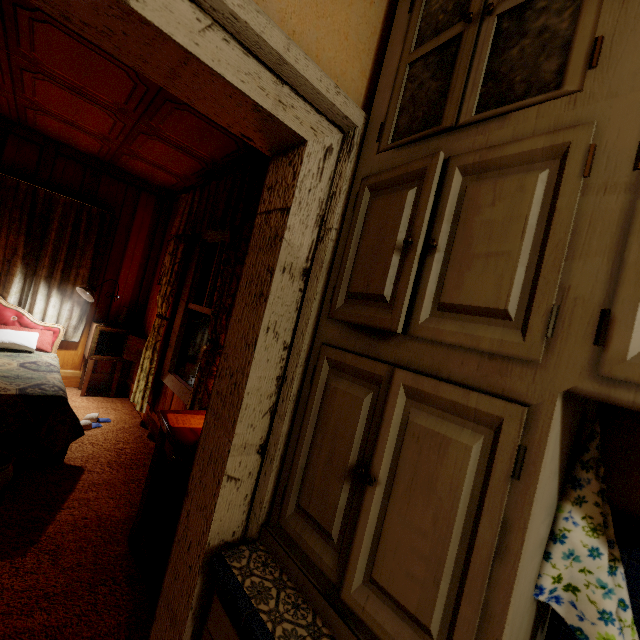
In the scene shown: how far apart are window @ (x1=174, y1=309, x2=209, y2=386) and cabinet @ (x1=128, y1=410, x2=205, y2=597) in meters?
0.6 m

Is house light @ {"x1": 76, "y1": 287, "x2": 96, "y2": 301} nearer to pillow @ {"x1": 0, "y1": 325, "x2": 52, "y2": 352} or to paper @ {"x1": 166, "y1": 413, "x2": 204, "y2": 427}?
pillow @ {"x1": 0, "y1": 325, "x2": 52, "y2": 352}

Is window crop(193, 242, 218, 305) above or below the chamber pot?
above

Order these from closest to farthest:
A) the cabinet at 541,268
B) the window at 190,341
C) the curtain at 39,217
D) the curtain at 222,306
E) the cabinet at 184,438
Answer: the cabinet at 541,268 < the cabinet at 184,438 < the curtain at 222,306 < the window at 190,341 < the curtain at 39,217

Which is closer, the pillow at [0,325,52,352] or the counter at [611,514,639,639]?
the counter at [611,514,639,639]

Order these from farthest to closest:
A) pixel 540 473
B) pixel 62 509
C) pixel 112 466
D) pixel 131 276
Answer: pixel 131 276 < pixel 112 466 < pixel 62 509 < pixel 540 473

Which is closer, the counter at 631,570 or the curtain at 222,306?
the counter at 631,570

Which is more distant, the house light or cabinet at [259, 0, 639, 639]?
the house light
